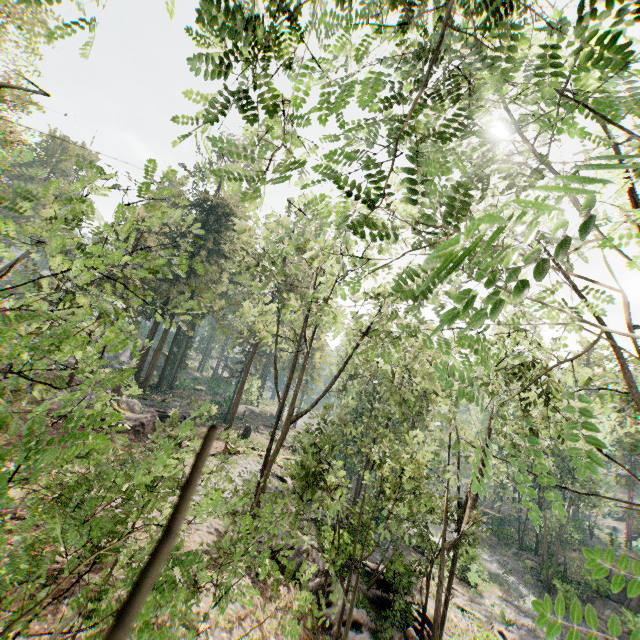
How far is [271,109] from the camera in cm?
327

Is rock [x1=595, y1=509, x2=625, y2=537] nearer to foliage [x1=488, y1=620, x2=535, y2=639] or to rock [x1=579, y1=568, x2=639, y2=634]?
foliage [x1=488, y1=620, x2=535, y2=639]

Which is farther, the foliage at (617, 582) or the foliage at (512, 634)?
the foliage at (512, 634)

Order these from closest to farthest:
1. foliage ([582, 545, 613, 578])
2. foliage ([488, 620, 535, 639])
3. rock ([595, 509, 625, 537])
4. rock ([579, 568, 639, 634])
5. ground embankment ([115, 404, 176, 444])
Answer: foliage ([582, 545, 613, 578]) → foliage ([488, 620, 535, 639]) → ground embankment ([115, 404, 176, 444]) → rock ([579, 568, 639, 634]) → rock ([595, 509, 625, 537])

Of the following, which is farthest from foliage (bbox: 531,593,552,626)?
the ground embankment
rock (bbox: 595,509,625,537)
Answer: rock (bbox: 595,509,625,537)

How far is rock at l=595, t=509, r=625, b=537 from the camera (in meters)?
56.25

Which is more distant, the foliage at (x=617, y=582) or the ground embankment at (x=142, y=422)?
the ground embankment at (x=142, y=422)

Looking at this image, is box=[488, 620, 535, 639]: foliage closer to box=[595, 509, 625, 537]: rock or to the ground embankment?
the ground embankment
